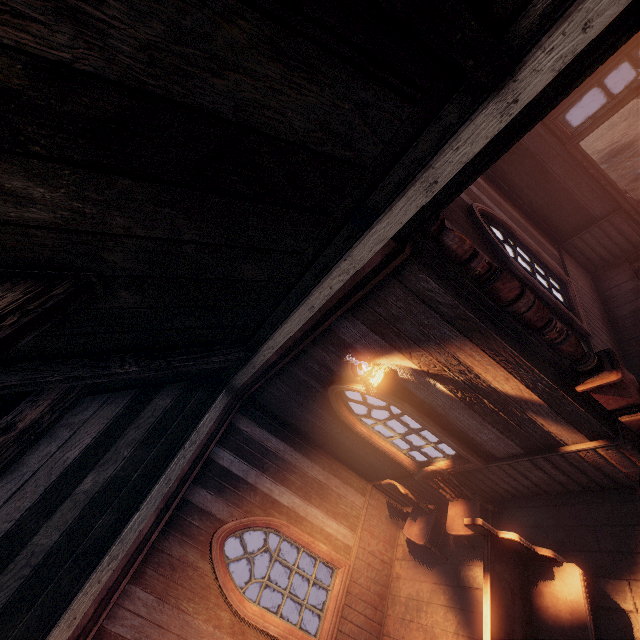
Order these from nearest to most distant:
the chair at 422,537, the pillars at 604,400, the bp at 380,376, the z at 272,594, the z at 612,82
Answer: the pillars at 604,400
the bp at 380,376
the chair at 422,537
the z at 272,594
the z at 612,82

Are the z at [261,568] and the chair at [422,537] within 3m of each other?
no

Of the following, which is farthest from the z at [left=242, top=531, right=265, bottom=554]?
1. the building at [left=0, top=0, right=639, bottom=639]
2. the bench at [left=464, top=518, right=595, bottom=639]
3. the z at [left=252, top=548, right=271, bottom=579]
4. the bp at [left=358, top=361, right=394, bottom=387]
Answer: the z at [left=252, top=548, right=271, bottom=579]

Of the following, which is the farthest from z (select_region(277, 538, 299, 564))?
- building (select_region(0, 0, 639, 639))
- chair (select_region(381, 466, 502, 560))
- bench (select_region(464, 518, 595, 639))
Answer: bench (select_region(464, 518, 595, 639))

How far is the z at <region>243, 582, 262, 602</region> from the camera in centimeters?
1021cm

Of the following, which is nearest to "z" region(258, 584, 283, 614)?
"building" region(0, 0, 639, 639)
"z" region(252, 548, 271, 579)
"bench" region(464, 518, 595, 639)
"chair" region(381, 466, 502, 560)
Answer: "building" region(0, 0, 639, 639)

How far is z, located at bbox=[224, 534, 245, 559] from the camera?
12.51m

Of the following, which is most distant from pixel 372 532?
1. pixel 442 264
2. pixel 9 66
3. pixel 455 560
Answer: pixel 9 66
